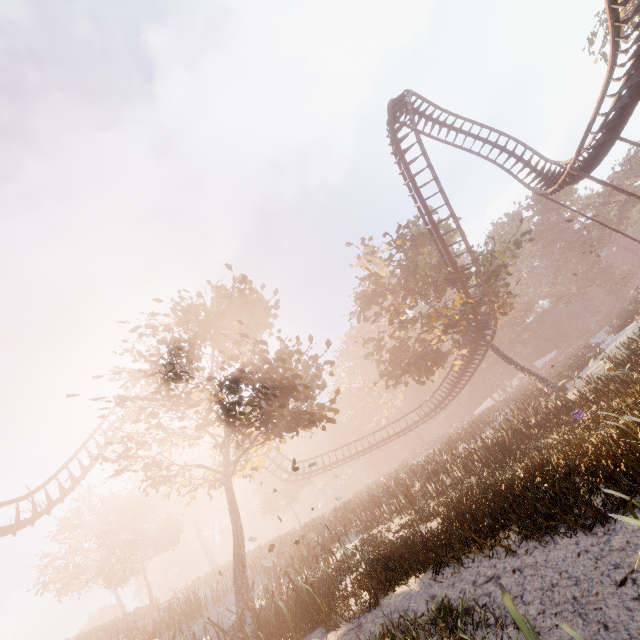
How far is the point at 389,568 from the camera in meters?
8.8 m

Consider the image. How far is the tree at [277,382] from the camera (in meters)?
12.92

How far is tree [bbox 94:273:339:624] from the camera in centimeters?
1292cm

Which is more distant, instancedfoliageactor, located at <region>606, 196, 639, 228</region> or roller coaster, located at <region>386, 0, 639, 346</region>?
instancedfoliageactor, located at <region>606, 196, 639, 228</region>

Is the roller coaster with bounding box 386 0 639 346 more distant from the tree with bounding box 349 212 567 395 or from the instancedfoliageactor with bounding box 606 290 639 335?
the instancedfoliageactor with bounding box 606 290 639 335

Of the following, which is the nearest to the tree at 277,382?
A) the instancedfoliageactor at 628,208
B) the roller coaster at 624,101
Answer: the roller coaster at 624,101

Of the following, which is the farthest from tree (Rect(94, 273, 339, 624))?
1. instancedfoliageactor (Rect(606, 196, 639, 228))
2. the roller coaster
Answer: instancedfoliageactor (Rect(606, 196, 639, 228))
